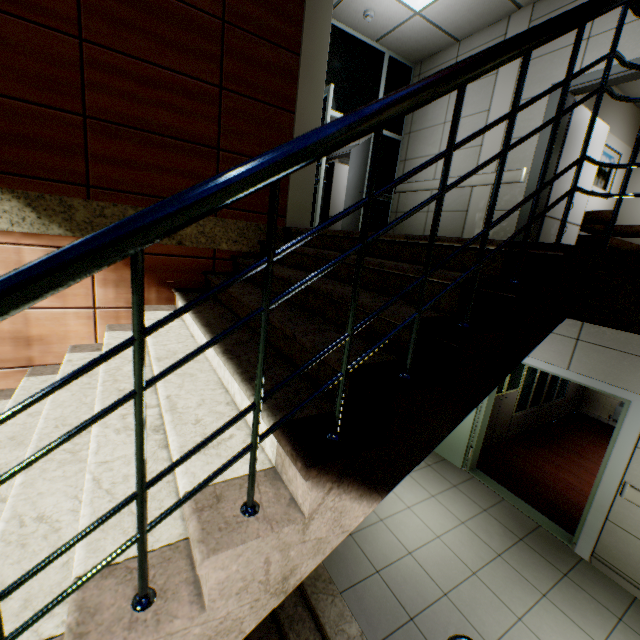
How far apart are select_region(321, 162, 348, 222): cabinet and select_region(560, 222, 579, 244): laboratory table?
5.9m

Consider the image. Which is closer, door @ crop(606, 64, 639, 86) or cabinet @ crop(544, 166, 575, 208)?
door @ crop(606, 64, 639, 86)

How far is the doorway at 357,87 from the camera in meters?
5.2 m

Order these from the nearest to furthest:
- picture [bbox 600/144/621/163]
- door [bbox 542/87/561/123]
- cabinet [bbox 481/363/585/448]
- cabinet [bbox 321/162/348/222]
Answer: door [bbox 542/87/561/123]
cabinet [bbox 481/363/585/448]
picture [bbox 600/144/621/163]
cabinet [bbox 321/162/348/222]

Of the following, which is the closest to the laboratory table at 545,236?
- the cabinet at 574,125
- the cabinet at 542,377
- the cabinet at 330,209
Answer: the cabinet at 574,125

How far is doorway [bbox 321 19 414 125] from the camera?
5.2m

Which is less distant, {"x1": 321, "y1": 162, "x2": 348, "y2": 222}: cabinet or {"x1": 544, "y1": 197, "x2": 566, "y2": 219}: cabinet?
{"x1": 544, "y1": 197, "x2": 566, "y2": 219}: cabinet

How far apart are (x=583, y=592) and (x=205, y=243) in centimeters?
551cm
